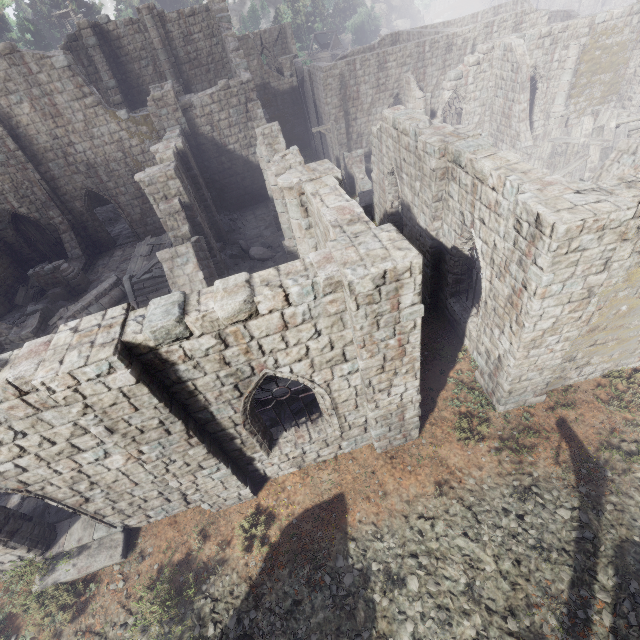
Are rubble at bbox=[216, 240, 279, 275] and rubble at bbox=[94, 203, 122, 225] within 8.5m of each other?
no

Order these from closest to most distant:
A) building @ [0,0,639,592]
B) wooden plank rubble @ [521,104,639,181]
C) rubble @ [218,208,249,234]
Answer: building @ [0,0,639,592] → wooden plank rubble @ [521,104,639,181] → rubble @ [218,208,249,234]

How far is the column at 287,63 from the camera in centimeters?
3198cm

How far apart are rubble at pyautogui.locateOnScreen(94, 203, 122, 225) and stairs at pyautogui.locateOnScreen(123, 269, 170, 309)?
14.7m

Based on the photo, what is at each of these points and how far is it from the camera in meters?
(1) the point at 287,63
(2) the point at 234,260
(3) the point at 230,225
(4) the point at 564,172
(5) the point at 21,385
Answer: (1) column, 32.4 m
(2) rubble, 17.2 m
(3) rubble, 21.2 m
(4) wooden plank rubble, 17.4 m
(5) building, 5.2 m

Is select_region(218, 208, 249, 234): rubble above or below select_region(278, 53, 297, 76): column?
below

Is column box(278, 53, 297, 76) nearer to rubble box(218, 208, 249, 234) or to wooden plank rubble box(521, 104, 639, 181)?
rubble box(218, 208, 249, 234)

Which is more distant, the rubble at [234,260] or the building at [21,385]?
the rubble at [234,260]
